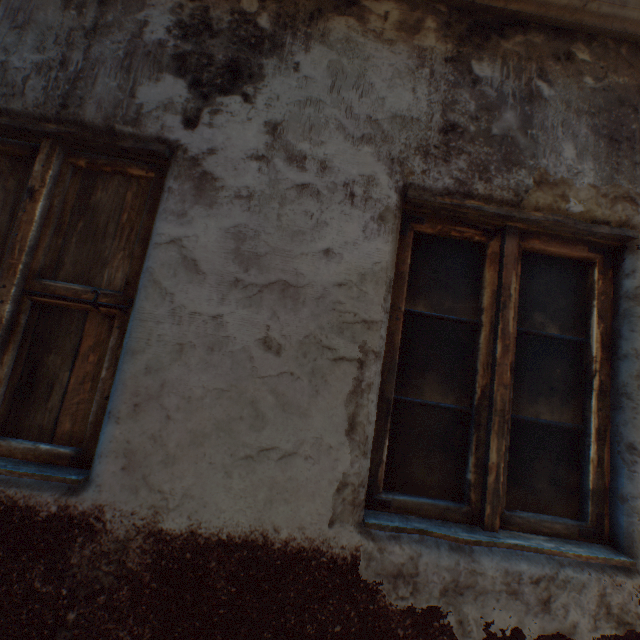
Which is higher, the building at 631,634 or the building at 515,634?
Result: the building at 631,634

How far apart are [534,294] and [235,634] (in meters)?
1.76

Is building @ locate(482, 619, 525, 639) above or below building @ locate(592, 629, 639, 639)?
below
